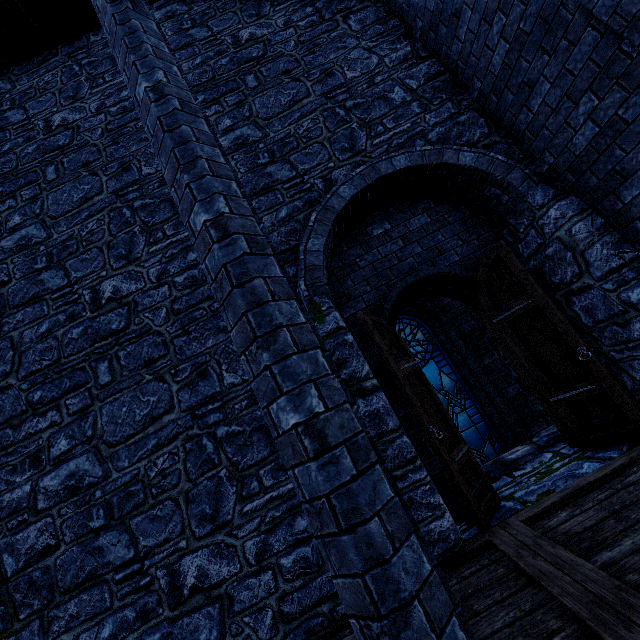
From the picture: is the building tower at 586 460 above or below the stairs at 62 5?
below

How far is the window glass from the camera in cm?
597

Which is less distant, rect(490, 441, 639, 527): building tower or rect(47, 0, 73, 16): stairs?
rect(490, 441, 639, 527): building tower

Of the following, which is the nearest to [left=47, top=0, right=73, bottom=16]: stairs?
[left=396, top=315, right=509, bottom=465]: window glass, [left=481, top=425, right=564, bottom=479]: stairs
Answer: [left=396, top=315, right=509, bottom=465]: window glass

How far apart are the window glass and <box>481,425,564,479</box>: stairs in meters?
1.1

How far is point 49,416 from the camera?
3.83m

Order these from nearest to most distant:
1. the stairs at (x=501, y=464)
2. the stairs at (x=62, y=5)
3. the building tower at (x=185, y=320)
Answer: the building tower at (x=185, y=320) < the stairs at (x=501, y=464) < the stairs at (x=62, y=5)
